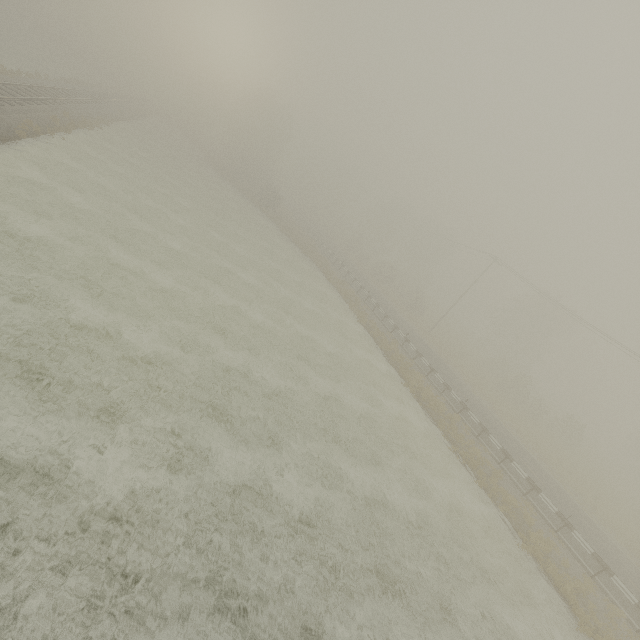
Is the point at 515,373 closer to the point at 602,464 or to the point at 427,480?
the point at 602,464
